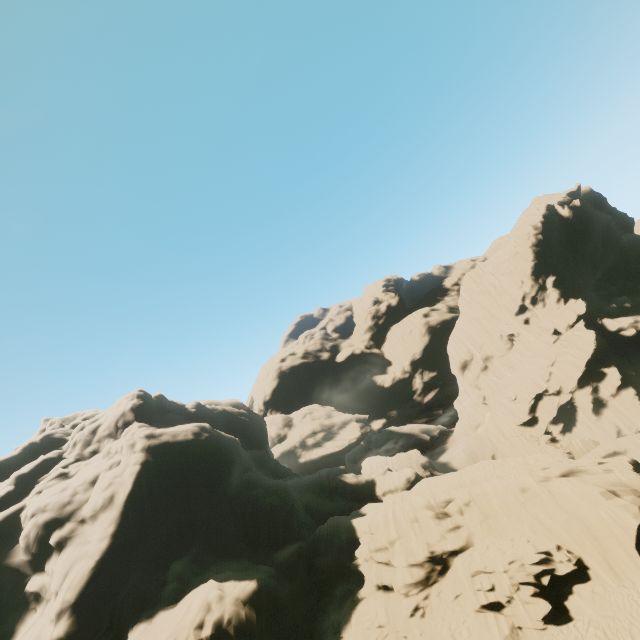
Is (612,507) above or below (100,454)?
below
